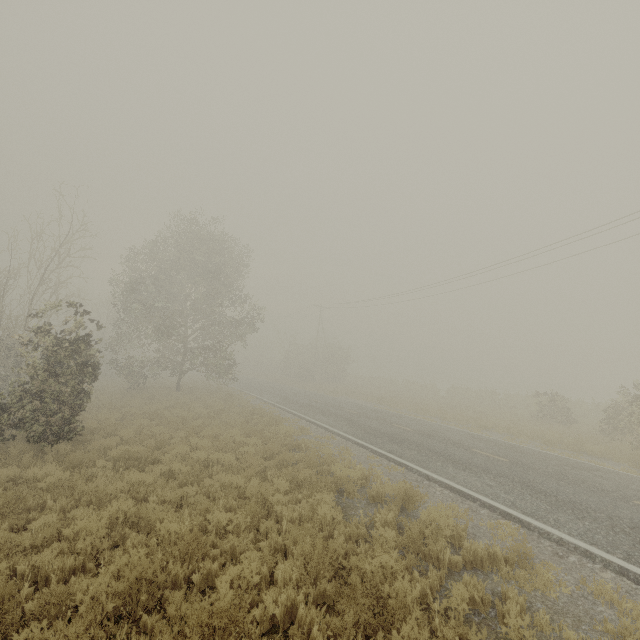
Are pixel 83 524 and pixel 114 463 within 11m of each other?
yes

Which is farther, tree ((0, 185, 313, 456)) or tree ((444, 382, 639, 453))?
tree ((444, 382, 639, 453))

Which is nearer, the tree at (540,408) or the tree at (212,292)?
the tree at (212,292)
